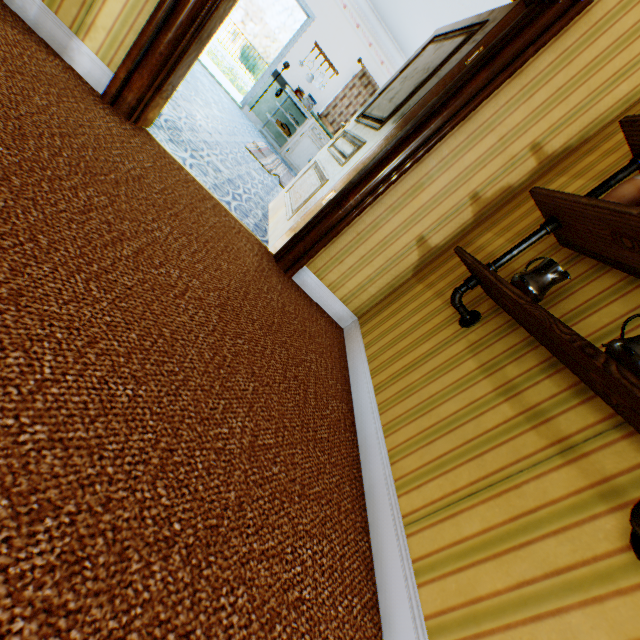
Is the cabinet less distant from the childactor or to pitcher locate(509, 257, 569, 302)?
the childactor

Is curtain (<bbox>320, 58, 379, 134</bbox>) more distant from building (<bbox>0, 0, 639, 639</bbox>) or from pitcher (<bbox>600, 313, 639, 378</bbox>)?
pitcher (<bbox>600, 313, 639, 378</bbox>)

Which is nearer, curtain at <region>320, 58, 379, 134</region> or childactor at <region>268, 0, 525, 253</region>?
childactor at <region>268, 0, 525, 253</region>

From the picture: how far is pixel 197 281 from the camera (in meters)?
1.56

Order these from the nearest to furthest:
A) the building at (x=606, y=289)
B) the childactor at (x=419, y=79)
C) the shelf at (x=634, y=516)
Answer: the shelf at (x=634, y=516)
the building at (x=606, y=289)
the childactor at (x=419, y=79)

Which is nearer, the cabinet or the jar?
the jar

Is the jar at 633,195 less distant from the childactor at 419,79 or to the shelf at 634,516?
the shelf at 634,516

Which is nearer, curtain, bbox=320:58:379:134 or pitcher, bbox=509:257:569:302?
pitcher, bbox=509:257:569:302
